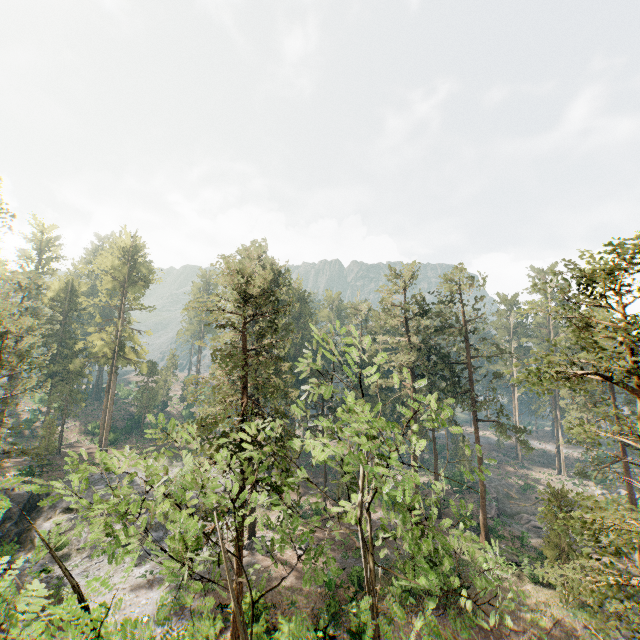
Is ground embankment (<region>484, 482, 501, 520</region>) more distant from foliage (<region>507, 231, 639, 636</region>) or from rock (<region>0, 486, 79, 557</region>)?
rock (<region>0, 486, 79, 557</region>)

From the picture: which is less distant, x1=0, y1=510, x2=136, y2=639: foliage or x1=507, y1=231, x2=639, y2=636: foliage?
x1=0, y1=510, x2=136, y2=639: foliage

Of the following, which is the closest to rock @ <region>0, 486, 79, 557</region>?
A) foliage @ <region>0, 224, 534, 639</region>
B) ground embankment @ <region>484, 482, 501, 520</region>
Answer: foliage @ <region>0, 224, 534, 639</region>

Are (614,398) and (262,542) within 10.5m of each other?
no

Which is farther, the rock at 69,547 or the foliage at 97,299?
the rock at 69,547

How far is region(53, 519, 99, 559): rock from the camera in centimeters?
2844cm

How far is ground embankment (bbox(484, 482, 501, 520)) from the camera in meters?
40.8 m

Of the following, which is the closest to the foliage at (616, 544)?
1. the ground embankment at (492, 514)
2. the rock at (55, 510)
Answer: the rock at (55, 510)
